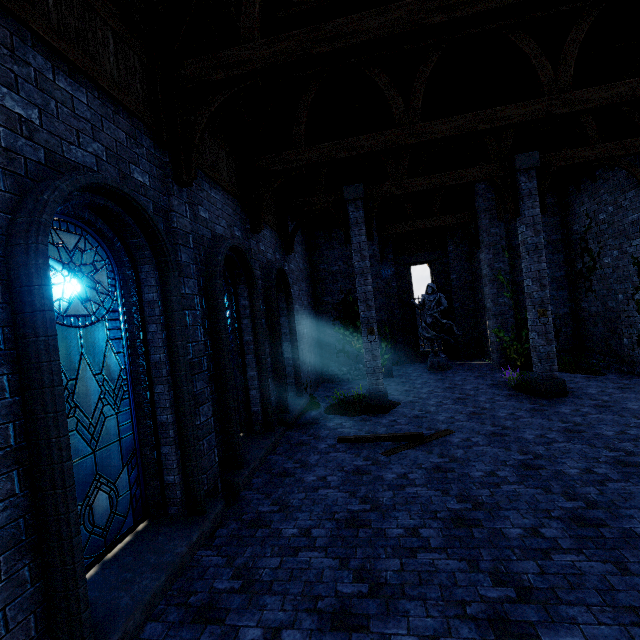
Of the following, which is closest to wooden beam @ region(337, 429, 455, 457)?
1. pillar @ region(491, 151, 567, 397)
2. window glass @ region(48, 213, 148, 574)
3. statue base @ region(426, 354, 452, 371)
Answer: pillar @ region(491, 151, 567, 397)

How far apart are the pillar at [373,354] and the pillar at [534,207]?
3.3m

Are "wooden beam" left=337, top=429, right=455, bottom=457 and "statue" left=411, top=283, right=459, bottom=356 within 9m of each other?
yes

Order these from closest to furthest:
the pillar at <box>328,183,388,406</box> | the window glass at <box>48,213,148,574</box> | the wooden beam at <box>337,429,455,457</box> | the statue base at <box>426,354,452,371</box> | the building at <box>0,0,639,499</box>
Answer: the window glass at <box>48,213,148,574</box> < the building at <box>0,0,639,499</box> < the wooden beam at <box>337,429,455,457</box> < the pillar at <box>328,183,388,406</box> < the statue base at <box>426,354,452,371</box>

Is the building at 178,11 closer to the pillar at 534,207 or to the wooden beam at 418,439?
the pillar at 534,207

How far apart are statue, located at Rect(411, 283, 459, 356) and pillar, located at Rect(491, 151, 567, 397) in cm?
485

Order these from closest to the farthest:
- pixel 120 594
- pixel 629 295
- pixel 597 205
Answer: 1. pixel 120 594
2. pixel 629 295
3. pixel 597 205

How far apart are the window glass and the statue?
12.8m
